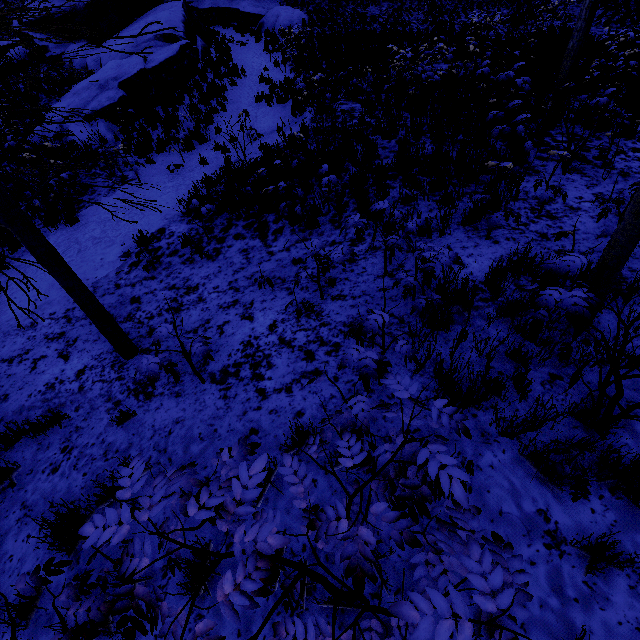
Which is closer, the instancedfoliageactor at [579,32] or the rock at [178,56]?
the instancedfoliageactor at [579,32]

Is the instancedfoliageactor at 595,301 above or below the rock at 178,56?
below

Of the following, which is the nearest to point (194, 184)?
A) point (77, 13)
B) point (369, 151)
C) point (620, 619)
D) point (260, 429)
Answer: point (369, 151)

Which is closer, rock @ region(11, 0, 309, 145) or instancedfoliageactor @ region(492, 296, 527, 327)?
instancedfoliageactor @ region(492, 296, 527, 327)

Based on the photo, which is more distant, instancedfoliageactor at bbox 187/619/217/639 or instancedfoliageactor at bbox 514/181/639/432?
instancedfoliageactor at bbox 514/181/639/432

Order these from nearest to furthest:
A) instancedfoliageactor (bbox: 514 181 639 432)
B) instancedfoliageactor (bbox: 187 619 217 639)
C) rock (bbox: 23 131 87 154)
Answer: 1. instancedfoliageactor (bbox: 187 619 217 639)
2. instancedfoliageactor (bbox: 514 181 639 432)
3. rock (bbox: 23 131 87 154)

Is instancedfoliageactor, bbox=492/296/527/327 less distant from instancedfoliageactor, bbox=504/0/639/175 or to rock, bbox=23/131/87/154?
instancedfoliageactor, bbox=504/0/639/175

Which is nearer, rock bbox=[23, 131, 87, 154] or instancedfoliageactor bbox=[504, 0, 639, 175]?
instancedfoliageactor bbox=[504, 0, 639, 175]
